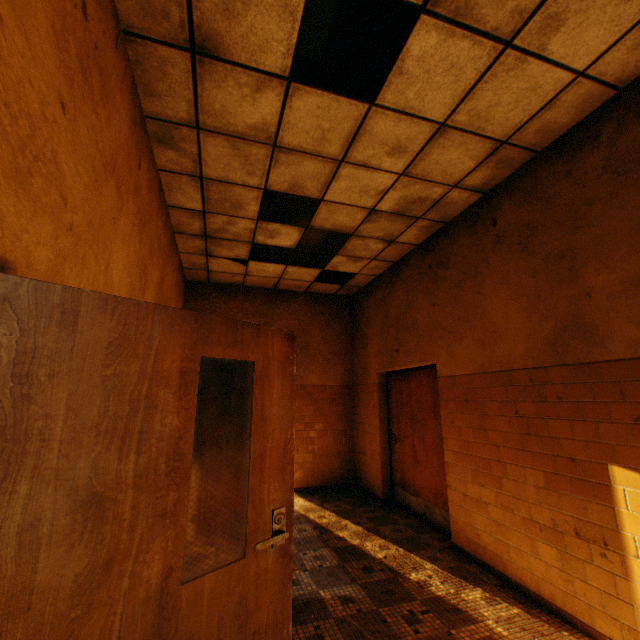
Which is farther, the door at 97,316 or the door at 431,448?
the door at 431,448

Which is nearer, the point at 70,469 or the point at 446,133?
the point at 70,469

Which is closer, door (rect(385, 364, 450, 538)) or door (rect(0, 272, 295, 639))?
door (rect(0, 272, 295, 639))

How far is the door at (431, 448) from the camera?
4.3 meters

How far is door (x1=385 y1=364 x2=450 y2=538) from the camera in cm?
434
